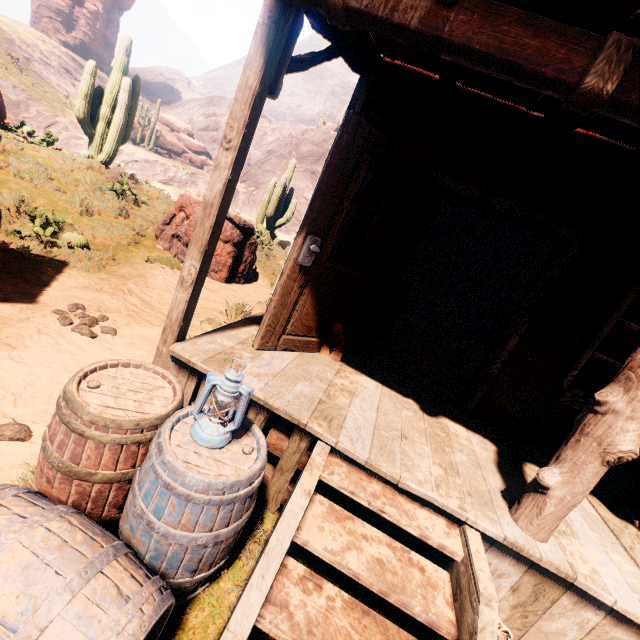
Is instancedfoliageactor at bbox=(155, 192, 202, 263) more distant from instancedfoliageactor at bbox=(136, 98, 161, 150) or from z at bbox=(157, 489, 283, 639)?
instancedfoliageactor at bbox=(136, 98, 161, 150)

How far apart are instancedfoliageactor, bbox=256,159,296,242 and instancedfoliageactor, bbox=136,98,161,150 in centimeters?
2788cm

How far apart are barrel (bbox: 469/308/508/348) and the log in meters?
8.1 m

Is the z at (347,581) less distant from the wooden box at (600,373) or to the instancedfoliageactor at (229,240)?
the instancedfoliageactor at (229,240)

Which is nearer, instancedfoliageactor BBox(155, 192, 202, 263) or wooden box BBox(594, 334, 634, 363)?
instancedfoliageactor BBox(155, 192, 202, 263)

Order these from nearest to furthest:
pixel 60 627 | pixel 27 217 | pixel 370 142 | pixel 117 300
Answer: pixel 60 627 < pixel 370 142 < pixel 117 300 < pixel 27 217

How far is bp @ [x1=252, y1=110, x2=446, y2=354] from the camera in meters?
2.7

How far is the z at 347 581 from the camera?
2.3m
